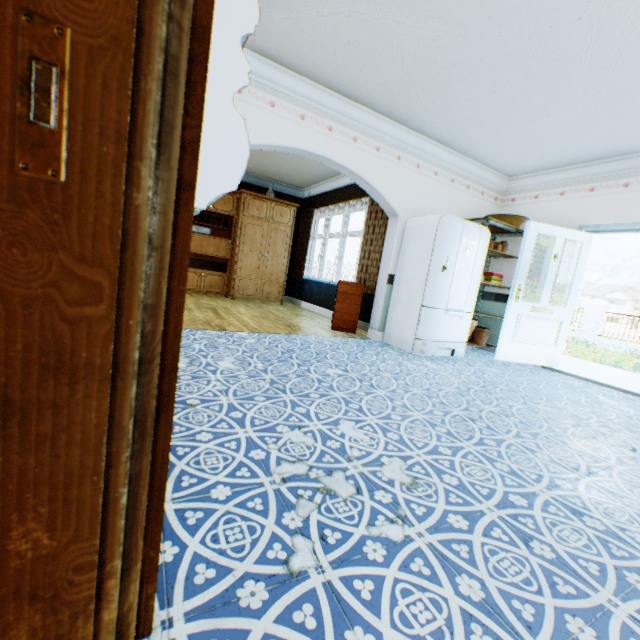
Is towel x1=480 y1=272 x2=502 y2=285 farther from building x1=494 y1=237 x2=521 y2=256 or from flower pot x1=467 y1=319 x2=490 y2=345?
flower pot x1=467 y1=319 x2=490 y2=345

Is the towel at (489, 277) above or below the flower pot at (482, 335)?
above

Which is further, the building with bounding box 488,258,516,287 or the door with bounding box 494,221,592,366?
the building with bounding box 488,258,516,287

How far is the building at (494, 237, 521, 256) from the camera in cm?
574

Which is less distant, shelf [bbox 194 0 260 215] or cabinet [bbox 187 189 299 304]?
shelf [bbox 194 0 260 215]

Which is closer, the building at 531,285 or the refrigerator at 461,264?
the refrigerator at 461,264

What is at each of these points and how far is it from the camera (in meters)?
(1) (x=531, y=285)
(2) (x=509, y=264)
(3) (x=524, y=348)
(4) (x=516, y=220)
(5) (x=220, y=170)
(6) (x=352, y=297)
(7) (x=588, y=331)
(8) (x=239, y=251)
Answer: (1) building, 5.50
(2) building, 5.86
(3) door, 5.02
(4) basin, 5.34
(5) shelf, 1.43
(6) dehumidifier, 5.59
(7) fence column, 16.42
(8) cabinet, 7.71

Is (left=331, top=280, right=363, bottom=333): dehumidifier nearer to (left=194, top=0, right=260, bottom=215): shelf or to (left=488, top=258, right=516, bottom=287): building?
(left=488, top=258, right=516, bottom=287): building
